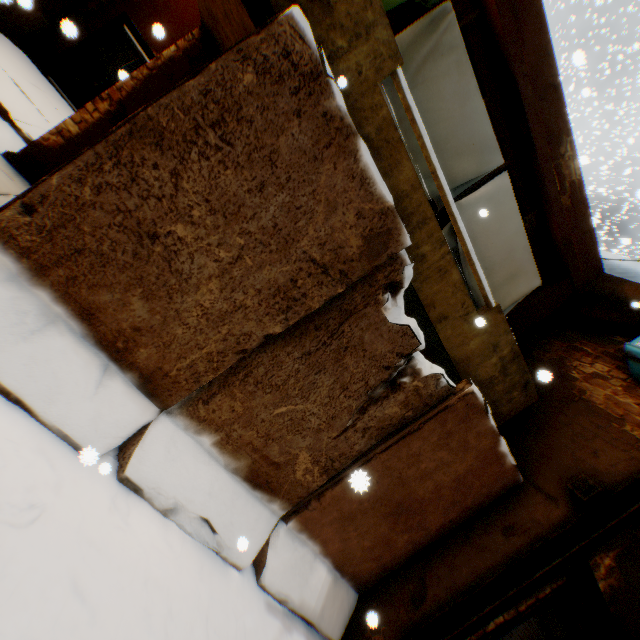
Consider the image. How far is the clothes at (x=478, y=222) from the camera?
4.6 meters

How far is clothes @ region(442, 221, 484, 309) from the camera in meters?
4.7

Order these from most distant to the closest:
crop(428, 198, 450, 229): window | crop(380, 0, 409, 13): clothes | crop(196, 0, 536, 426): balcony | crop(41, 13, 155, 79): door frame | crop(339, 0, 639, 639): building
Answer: crop(41, 13, 155, 79): door frame
crop(428, 198, 450, 229): window
crop(339, 0, 639, 639): building
crop(380, 0, 409, 13): clothes
crop(196, 0, 536, 426): balcony

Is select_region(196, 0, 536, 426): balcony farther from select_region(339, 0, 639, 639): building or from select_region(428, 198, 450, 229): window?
select_region(428, 198, 450, 229): window

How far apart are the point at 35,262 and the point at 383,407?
3.6 meters

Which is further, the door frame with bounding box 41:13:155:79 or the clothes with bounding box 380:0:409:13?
the door frame with bounding box 41:13:155:79

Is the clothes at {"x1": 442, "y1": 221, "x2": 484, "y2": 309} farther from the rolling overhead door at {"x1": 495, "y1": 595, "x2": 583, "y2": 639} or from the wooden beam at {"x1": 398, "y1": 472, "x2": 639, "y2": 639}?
the rolling overhead door at {"x1": 495, "y1": 595, "x2": 583, "y2": 639}

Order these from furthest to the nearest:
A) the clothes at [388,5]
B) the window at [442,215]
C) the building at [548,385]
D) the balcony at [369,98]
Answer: the window at [442,215] → the building at [548,385] → the clothes at [388,5] → the balcony at [369,98]
